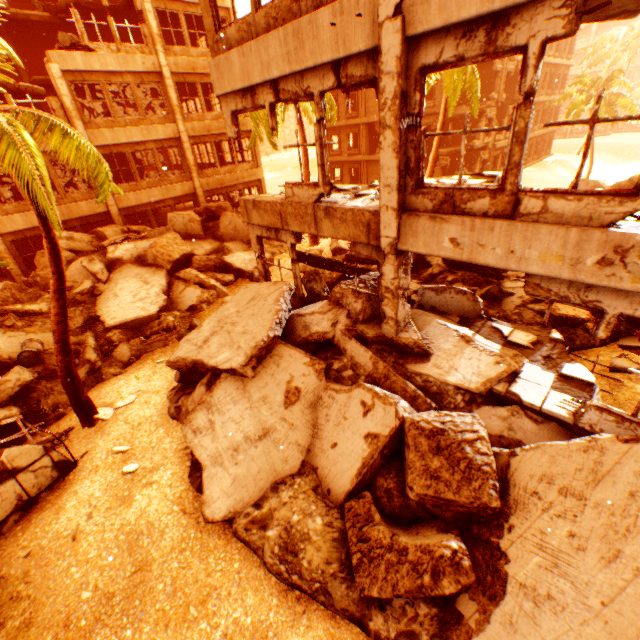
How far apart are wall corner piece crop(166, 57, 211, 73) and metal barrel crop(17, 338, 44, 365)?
15.51m

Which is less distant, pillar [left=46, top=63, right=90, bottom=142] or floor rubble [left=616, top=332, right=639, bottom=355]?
floor rubble [left=616, top=332, right=639, bottom=355]

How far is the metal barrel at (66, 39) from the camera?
14.4m

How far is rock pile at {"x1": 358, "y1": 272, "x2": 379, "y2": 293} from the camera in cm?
740

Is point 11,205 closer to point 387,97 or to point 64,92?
point 64,92

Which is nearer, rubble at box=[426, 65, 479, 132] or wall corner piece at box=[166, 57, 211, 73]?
rubble at box=[426, 65, 479, 132]

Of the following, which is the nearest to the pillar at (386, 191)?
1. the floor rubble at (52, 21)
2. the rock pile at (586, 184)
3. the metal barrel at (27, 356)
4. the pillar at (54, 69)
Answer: the rock pile at (586, 184)

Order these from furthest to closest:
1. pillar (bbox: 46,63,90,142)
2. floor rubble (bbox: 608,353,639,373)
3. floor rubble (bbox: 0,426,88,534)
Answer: pillar (bbox: 46,63,90,142) → floor rubble (bbox: 608,353,639,373) → floor rubble (bbox: 0,426,88,534)
